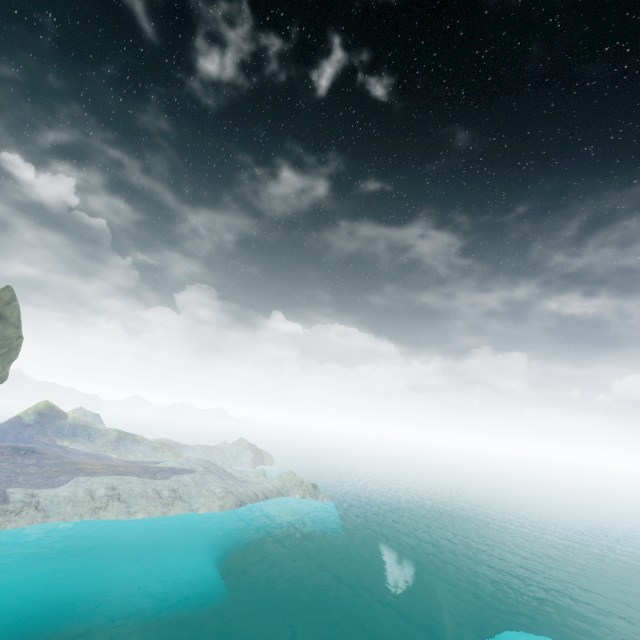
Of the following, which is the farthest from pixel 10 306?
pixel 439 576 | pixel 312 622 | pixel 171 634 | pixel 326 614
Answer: pixel 439 576
